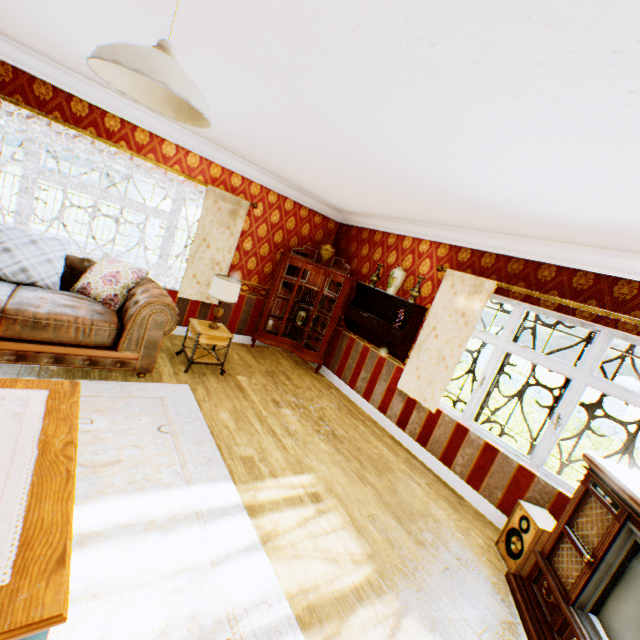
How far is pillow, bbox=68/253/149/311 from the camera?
3.99m

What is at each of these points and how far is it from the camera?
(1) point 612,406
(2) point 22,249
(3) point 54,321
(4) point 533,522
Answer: (1) fence column, 13.35m
(2) pillow, 3.66m
(3) couch, 3.29m
(4) speaker, 2.99m

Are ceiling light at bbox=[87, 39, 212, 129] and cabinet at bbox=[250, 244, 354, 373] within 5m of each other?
yes

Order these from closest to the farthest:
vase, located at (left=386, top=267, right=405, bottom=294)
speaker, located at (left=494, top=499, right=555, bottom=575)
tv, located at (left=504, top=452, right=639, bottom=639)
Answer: tv, located at (left=504, top=452, right=639, bottom=639) → speaker, located at (left=494, top=499, right=555, bottom=575) → vase, located at (left=386, top=267, right=405, bottom=294)

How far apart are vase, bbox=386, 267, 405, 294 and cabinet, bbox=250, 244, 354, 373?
1.0 meters

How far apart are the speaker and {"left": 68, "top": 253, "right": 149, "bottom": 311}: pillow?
5.0m

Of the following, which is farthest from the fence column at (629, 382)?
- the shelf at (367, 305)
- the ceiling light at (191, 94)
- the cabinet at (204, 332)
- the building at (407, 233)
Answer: the ceiling light at (191, 94)

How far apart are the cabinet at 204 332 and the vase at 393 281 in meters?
2.5 m
